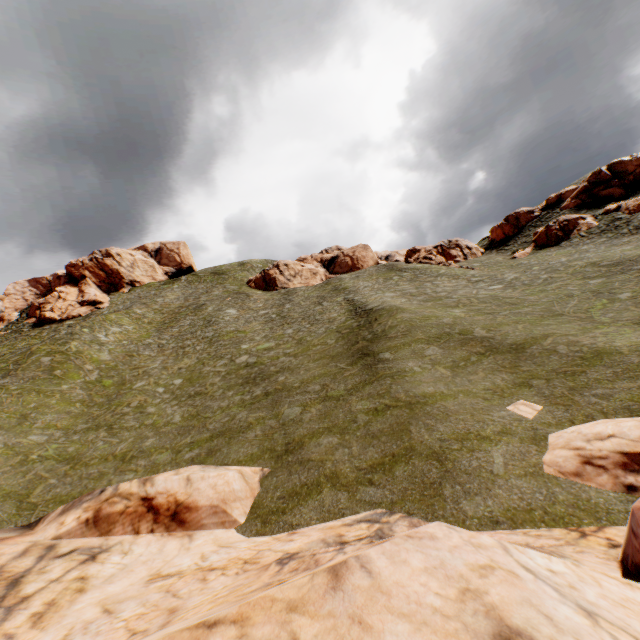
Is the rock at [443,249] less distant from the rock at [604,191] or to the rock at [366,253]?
the rock at [604,191]

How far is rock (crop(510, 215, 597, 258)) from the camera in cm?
3912

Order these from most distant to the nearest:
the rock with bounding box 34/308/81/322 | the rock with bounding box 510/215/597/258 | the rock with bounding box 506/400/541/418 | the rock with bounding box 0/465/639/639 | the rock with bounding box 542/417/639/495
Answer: the rock with bounding box 34/308/81/322
the rock with bounding box 510/215/597/258
the rock with bounding box 506/400/541/418
the rock with bounding box 542/417/639/495
the rock with bounding box 0/465/639/639

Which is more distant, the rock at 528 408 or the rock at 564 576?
the rock at 528 408

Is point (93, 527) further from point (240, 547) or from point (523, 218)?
point (523, 218)

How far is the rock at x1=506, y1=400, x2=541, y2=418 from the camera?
11.5m

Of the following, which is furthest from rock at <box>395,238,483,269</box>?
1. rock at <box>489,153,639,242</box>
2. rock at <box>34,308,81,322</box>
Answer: rock at <box>34,308,81,322</box>
